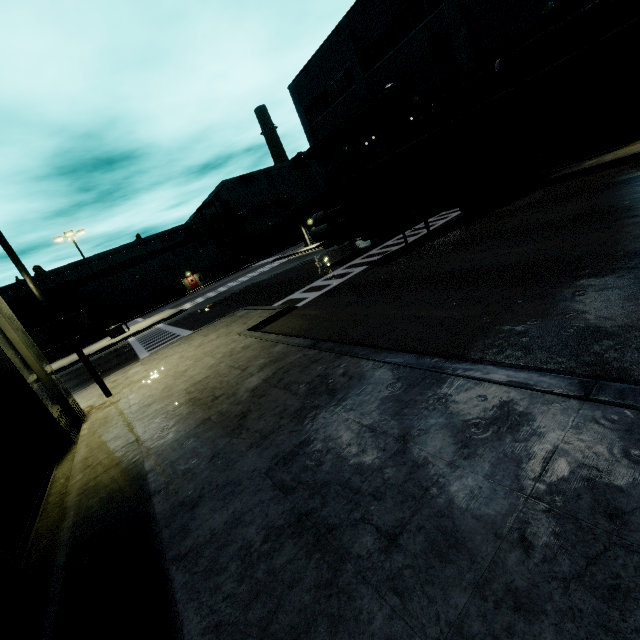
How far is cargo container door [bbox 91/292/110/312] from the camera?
40.5m

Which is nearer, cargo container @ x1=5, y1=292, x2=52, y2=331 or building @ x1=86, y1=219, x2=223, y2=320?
cargo container @ x1=5, y1=292, x2=52, y2=331

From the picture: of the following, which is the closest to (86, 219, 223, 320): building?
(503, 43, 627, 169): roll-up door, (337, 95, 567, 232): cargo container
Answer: (503, 43, 627, 169): roll-up door

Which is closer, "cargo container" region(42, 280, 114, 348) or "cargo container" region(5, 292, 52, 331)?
"cargo container" region(5, 292, 52, 331)

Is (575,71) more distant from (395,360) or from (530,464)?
(530,464)

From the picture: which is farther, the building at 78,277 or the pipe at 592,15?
the building at 78,277

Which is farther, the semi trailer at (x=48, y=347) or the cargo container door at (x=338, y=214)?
the semi trailer at (x=48, y=347)

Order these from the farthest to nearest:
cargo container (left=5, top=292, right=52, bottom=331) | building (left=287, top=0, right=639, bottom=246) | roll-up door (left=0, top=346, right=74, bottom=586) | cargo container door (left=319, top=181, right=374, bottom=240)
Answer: cargo container (left=5, top=292, right=52, bottom=331) < building (left=287, top=0, right=639, bottom=246) < cargo container door (left=319, top=181, right=374, bottom=240) < roll-up door (left=0, top=346, right=74, bottom=586)
